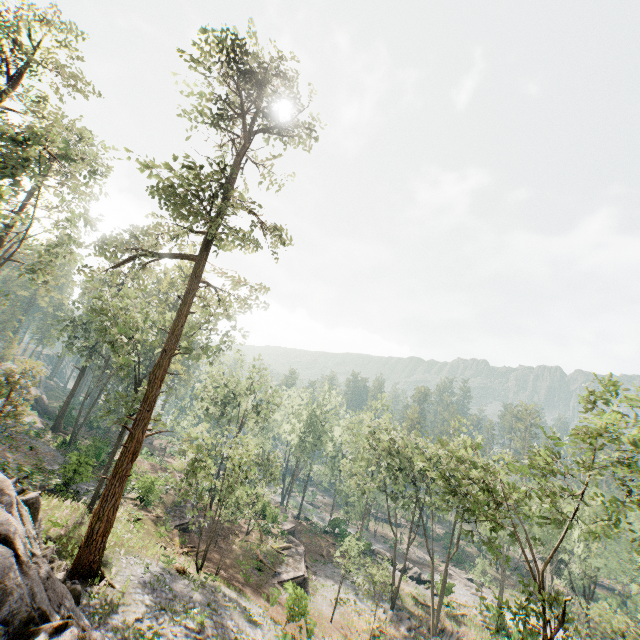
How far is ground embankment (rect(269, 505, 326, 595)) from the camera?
29.5m

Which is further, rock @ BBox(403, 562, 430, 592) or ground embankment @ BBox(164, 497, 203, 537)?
rock @ BBox(403, 562, 430, 592)

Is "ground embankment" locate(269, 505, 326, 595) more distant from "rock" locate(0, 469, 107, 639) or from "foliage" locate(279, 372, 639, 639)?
"rock" locate(0, 469, 107, 639)

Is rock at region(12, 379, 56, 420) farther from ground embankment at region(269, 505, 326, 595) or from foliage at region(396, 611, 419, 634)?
ground embankment at region(269, 505, 326, 595)

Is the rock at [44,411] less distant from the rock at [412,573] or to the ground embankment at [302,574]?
the ground embankment at [302,574]

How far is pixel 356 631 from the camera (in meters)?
26.92

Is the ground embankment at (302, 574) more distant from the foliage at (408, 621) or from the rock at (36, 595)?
the rock at (36, 595)

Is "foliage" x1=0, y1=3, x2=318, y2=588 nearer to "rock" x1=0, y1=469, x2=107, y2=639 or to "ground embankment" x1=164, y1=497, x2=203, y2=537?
"rock" x1=0, y1=469, x2=107, y2=639
